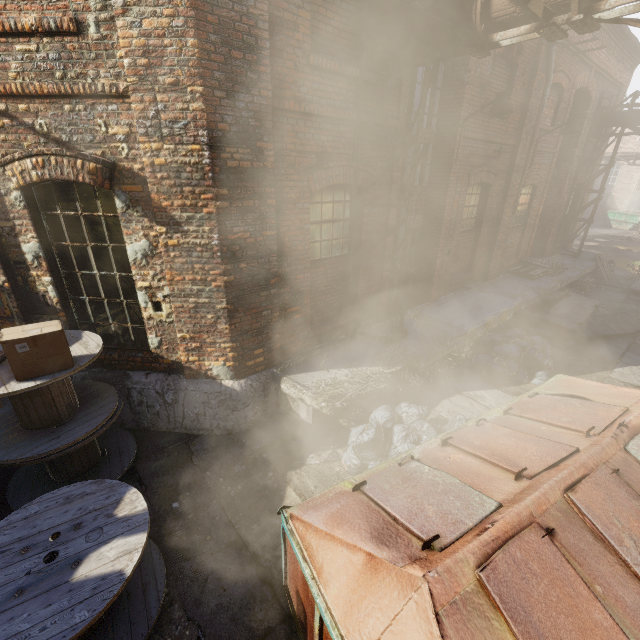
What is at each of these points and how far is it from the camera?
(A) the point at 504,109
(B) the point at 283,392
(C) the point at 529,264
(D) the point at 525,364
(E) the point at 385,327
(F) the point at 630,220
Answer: (A) light, 6.16m
(B) building, 5.57m
(C) pallet, 11.84m
(D) trash bag, 7.11m
(E) building, 7.05m
(F) container, 27.98m

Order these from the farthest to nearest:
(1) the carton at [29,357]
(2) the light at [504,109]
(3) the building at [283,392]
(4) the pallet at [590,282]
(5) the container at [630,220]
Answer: (5) the container at [630,220]
(4) the pallet at [590,282]
(2) the light at [504,109]
(3) the building at [283,392]
(1) the carton at [29,357]

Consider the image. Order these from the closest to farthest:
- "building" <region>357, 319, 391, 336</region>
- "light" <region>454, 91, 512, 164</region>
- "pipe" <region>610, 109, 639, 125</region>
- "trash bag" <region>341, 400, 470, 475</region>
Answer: "trash bag" <region>341, 400, 470, 475</region>, "light" <region>454, 91, 512, 164</region>, "building" <region>357, 319, 391, 336</region>, "pipe" <region>610, 109, 639, 125</region>

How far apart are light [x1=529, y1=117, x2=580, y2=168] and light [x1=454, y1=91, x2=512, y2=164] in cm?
385

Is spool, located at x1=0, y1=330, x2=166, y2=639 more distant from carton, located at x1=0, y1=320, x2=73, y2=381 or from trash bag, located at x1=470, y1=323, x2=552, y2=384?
trash bag, located at x1=470, y1=323, x2=552, y2=384

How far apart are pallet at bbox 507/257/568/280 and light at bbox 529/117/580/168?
3.19m

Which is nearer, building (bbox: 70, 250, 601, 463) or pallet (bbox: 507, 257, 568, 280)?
building (bbox: 70, 250, 601, 463)

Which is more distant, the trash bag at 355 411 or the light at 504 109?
the light at 504 109
